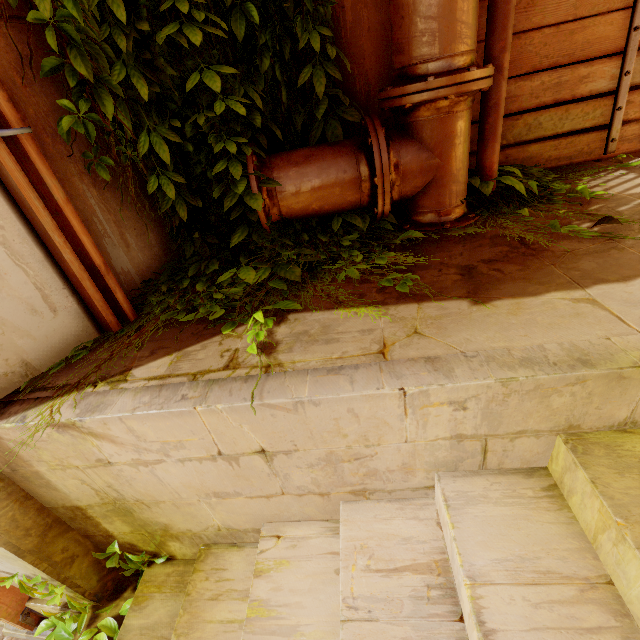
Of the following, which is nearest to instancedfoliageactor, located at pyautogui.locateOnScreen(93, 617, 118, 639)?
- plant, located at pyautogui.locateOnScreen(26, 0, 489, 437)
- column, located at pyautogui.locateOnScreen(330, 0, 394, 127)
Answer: plant, located at pyautogui.locateOnScreen(26, 0, 489, 437)

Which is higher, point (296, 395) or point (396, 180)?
point (396, 180)

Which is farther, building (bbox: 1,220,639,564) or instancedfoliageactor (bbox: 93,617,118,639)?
instancedfoliageactor (bbox: 93,617,118,639)

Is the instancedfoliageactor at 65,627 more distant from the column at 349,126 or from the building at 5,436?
the column at 349,126

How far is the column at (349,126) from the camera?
2.6m

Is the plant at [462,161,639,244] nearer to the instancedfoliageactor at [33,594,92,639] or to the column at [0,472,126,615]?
the column at [0,472,126,615]

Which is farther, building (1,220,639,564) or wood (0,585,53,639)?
wood (0,585,53,639)

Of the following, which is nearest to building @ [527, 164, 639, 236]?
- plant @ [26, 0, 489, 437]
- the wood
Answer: plant @ [26, 0, 489, 437]
